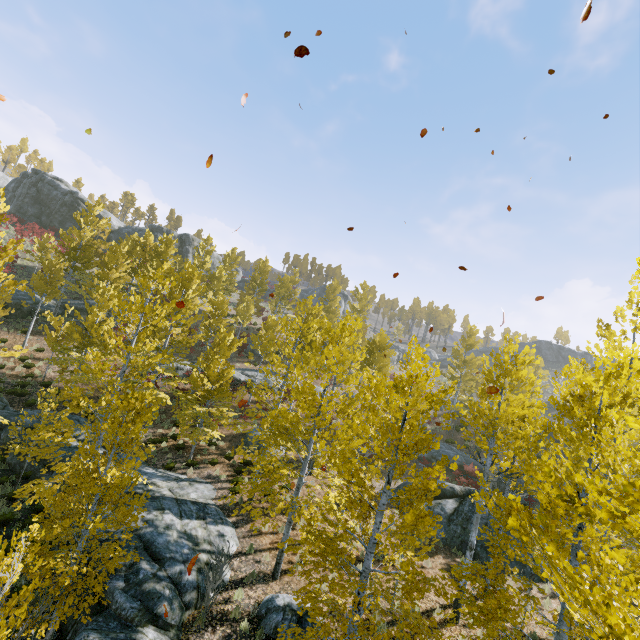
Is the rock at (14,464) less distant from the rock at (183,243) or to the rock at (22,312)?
the rock at (22,312)

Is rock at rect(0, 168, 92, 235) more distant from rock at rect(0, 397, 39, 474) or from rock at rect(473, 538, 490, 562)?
rock at rect(473, 538, 490, 562)

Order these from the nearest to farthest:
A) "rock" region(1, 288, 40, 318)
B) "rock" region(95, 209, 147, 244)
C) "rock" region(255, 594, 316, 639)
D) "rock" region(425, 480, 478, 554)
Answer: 1. "rock" region(255, 594, 316, 639)
2. "rock" region(425, 480, 478, 554)
3. "rock" region(1, 288, 40, 318)
4. "rock" region(95, 209, 147, 244)

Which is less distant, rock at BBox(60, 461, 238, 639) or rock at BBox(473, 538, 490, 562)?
rock at BBox(60, 461, 238, 639)

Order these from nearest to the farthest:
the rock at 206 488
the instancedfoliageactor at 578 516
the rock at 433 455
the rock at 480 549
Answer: the instancedfoliageactor at 578 516
the rock at 206 488
the rock at 480 549
the rock at 433 455

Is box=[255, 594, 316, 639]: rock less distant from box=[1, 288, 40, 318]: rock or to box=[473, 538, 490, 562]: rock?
box=[473, 538, 490, 562]: rock

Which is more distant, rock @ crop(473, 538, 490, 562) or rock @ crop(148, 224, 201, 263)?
rock @ crop(148, 224, 201, 263)

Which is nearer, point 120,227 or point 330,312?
point 330,312
